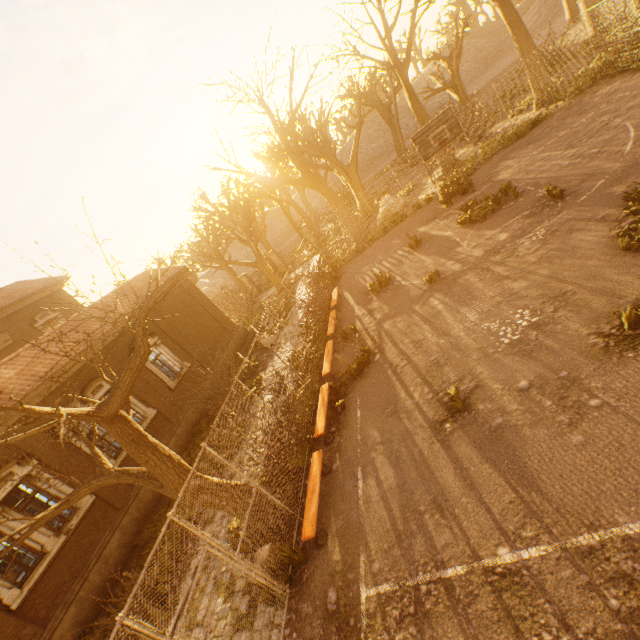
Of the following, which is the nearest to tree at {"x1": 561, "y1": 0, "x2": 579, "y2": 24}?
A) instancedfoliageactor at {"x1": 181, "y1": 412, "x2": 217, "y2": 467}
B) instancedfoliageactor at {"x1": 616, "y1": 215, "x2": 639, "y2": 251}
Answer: instancedfoliageactor at {"x1": 181, "y1": 412, "x2": 217, "y2": 467}

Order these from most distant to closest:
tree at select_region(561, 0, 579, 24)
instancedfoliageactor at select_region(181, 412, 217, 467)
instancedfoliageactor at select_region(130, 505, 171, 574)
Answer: tree at select_region(561, 0, 579, 24), instancedfoliageactor at select_region(181, 412, 217, 467), instancedfoliageactor at select_region(130, 505, 171, 574)

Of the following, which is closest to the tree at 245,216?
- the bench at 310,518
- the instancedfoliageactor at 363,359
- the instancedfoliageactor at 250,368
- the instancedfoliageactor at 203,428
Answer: the bench at 310,518

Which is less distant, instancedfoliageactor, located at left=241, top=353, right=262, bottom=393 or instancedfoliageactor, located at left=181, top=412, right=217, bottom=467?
instancedfoliageactor, located at left=181, top=412, right=217, bottom=467

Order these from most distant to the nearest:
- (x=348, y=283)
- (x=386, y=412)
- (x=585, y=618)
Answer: (x=348, y=283)
(x=386, y=412)
(x=585, y=618)

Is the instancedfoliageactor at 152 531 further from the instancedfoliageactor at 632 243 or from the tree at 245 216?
the instancedfoliageactor at 632 243

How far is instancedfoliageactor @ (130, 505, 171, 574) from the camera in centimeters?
988cm

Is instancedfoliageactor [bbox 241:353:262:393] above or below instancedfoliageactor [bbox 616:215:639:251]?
above
